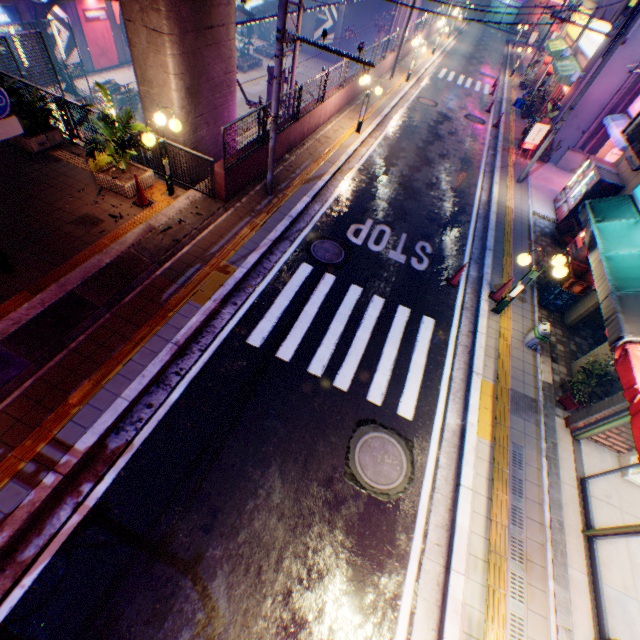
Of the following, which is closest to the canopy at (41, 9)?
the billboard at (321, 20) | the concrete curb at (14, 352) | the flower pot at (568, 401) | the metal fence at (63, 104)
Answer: the metal fence at (63, 104)

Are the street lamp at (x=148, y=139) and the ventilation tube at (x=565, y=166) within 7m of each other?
no

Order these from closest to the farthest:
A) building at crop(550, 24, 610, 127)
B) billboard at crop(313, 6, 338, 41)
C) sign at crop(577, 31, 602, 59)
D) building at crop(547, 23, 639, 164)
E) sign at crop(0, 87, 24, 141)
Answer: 1. sign at crop(0, 87, 24, 141)
2. building at crop(547, 23, 639, 164)
3. building at crop(550, 24, 610, 127)
4. sign at crop(577, 31, 602, 59)
5. billboard at crop(313, 6, 338, 41)

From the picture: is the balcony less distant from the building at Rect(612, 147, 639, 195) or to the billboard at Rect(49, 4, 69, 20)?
the building at Rect(612, 147, 639, 195)

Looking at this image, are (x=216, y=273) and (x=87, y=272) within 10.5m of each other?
yes

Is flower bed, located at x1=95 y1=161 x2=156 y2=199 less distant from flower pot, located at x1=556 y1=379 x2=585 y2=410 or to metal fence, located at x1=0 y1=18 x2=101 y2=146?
metal fence, located at x1=0 y1=18 x2=101 y2=146

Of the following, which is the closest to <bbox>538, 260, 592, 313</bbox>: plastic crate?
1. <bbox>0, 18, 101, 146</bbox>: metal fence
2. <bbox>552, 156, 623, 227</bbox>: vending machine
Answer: <bbox>552, 156, 623, 227</bbox>: vending machine

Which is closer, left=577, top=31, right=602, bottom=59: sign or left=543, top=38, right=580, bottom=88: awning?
left=577, top=31, right=602, bottom=59: sign
